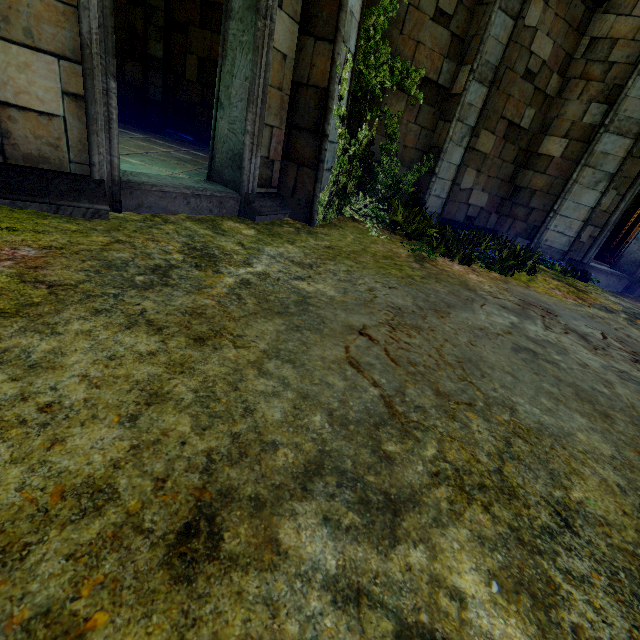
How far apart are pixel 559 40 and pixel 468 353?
9.8 meters
